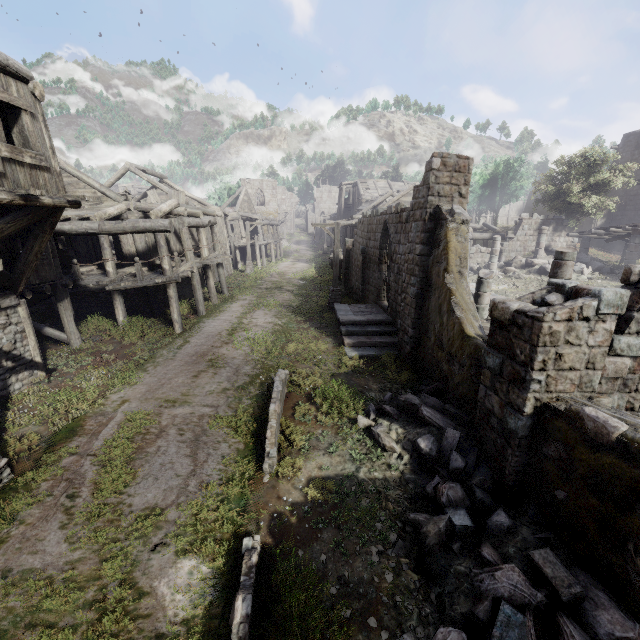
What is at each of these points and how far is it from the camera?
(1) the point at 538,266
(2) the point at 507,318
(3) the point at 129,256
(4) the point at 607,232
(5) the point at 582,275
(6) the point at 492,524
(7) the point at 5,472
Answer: (1) rubble, 22.12m
(2) building, 5.95m
(3) building, 15.80m
(4) wooden plank rubble, 21.91m
(5) rubble, 20.45m
(6) rubble, 5.51m
(7) wooden lamp post, 6.73m

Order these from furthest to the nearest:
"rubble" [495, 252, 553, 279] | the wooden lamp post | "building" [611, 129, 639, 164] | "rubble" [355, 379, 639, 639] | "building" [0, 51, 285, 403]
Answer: "building" [611, 129, 639, 164]
"rubble" [495, 252, 553, 279]
"building" [0, 51, 285, 403]
the wooden lamp post
"rubble" [355, 379, 639, 639]

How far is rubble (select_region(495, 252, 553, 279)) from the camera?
21.3m

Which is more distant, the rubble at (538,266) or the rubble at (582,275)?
the rubble at (538,266)

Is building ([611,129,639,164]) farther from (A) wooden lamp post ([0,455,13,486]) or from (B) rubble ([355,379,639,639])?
(A) wooden lamp post ([0,455,13,486])

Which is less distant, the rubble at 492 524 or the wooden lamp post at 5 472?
the rubble at 492 524

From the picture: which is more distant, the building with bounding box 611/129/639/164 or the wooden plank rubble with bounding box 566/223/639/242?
the building with bounding box 611/129/639/164

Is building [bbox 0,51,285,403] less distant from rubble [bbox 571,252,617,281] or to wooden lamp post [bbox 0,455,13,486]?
rubble [bbox 571,252,617,281]
